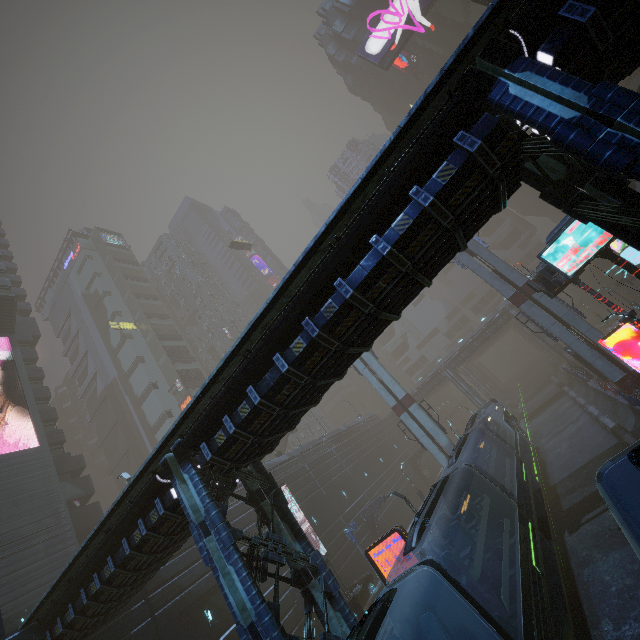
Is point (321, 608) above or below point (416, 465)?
above

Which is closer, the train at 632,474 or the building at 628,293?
the train at 632,474

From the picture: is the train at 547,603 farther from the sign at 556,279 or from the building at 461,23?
the sign at 556,279

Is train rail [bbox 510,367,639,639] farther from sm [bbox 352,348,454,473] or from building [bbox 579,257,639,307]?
sm [bbox 352,348,454,473]

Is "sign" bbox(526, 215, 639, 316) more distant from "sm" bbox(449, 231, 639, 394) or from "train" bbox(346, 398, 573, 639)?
"train" bbox(346, 398, 573, 639)

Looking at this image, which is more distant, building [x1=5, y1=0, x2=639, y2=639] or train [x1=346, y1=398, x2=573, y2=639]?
train [x1=346, y1=398, x2=573, y2=639]

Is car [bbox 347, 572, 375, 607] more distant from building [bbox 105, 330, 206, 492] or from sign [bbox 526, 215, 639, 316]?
sign [bbox 526, 215, 639, 316]

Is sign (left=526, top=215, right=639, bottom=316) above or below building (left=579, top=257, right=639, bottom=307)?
above
